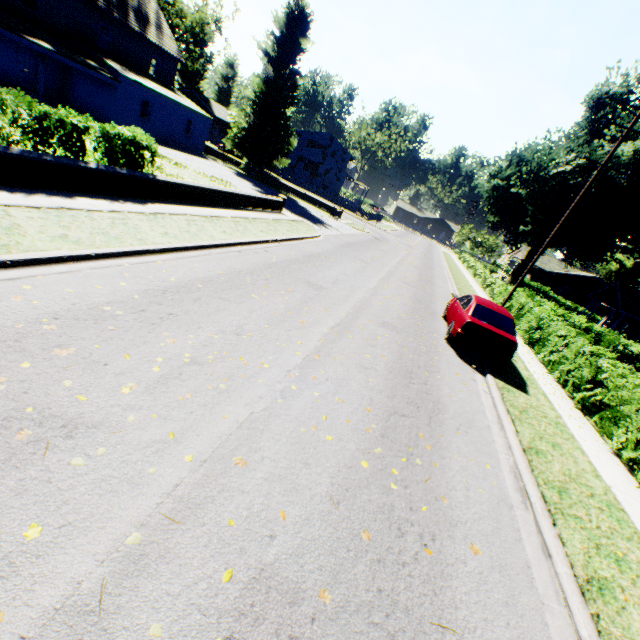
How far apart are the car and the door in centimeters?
3100cm

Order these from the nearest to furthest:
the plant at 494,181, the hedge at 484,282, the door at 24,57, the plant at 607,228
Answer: the door at 24,57, the hedge at 484,282, the plant at 607,228, the plant at 494,181

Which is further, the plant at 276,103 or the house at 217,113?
the house at 217,113

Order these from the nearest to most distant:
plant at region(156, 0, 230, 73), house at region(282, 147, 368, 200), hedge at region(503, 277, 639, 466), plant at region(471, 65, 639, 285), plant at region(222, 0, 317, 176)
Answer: hedge at region(503, 277, 639, 466) < plant at region(222, 0, 317, 176) < plant at region(471, 65, 639, 285) < plant at region(156, 0, 230, 73) < house at region(282, 147, 368, 200)

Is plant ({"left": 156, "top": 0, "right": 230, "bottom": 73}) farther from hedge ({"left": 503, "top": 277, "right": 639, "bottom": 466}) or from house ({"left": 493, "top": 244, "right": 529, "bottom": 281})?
hedge ({"left": 503, "top": 277, "right": 639, "bottom": 466})

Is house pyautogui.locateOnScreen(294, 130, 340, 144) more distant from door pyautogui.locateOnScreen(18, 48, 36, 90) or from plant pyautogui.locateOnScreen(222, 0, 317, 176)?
door pyautogui.locateOnScreen(18, 48, 36, 90)

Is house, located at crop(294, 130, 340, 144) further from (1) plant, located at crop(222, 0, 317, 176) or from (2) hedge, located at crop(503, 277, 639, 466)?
(2) hedge, located at crop(503, 277, 639, 466)

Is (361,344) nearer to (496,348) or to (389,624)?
(496,348)
